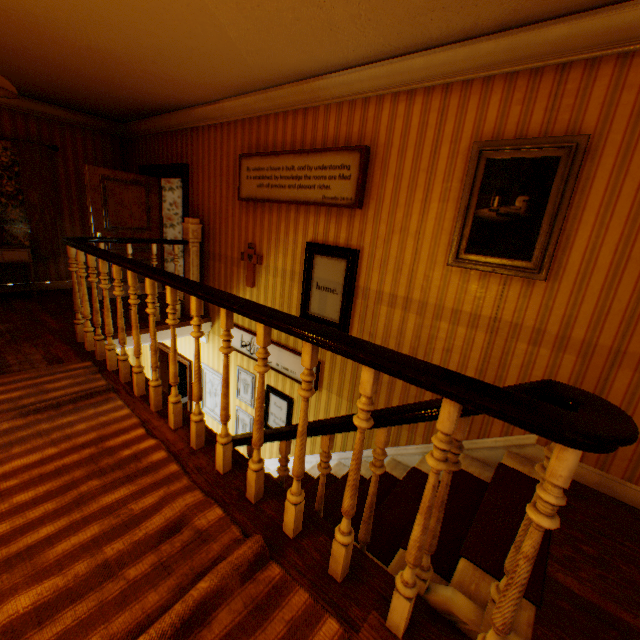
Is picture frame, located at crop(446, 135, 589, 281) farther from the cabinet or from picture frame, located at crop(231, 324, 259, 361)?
the cabinet

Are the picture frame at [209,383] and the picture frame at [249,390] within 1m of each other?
yes

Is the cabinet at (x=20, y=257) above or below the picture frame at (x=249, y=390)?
above

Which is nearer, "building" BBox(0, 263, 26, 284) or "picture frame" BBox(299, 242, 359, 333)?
"picture frame" BBox(299, 242, 359, 333)

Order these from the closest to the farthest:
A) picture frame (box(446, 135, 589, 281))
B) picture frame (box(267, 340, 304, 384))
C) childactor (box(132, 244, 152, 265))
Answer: picture frame (box(446, 135, 589, 281)) < picture frame (box(267, 340, 304, 384)) < childactor (box(132, 244, 152, 265))

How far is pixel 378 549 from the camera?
2.3 meters

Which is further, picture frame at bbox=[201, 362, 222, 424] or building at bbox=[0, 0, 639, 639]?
picture frame at bbox=[201, 362, 222, 424]

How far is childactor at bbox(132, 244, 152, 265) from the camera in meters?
6.2
